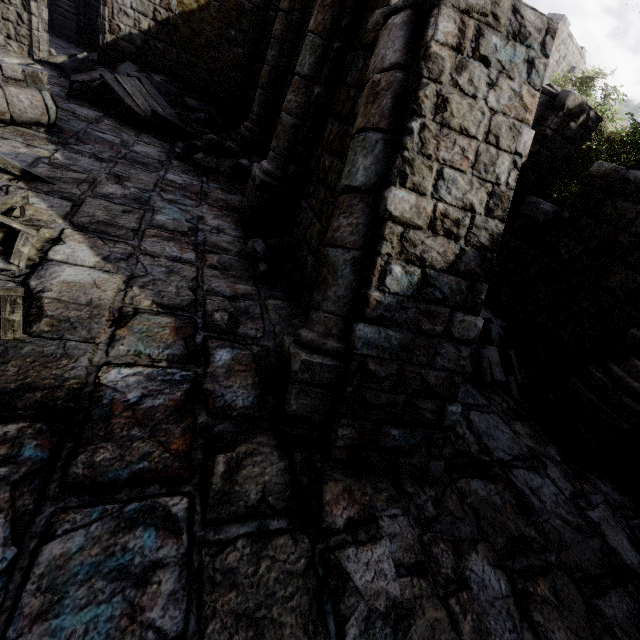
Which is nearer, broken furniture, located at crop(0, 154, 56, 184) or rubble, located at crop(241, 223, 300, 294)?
broken furniture, located at crop(0, 154, 56, 184)

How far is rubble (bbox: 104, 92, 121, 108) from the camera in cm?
1023

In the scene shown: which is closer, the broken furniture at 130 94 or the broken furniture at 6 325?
the broken furniture at 6 325

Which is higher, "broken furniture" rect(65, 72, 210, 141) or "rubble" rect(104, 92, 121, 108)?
"broken furniture" rect(65, 72, 210, 141)

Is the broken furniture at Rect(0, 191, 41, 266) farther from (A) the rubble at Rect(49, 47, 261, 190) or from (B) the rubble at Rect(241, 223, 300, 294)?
(A) the rubble at Rect(49, 47, 261, 190)

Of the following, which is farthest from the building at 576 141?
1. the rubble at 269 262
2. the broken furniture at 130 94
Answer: the broken furniture at 130 94

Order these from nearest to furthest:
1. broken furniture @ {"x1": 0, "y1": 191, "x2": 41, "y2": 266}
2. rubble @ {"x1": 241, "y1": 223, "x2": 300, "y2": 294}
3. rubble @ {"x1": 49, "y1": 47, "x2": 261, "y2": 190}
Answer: broken furniture @ {"x1": 0, "y1": 191, "x2": 41, "y2": 266}
rubble @ {"x1": 241, "y1": 223, "x2": 300, "y2": 294}
rubble @ {"x1": 49, "y1": 47, "x2": 261, "y2": 190}

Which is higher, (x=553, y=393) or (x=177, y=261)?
(x=553, y=393)
